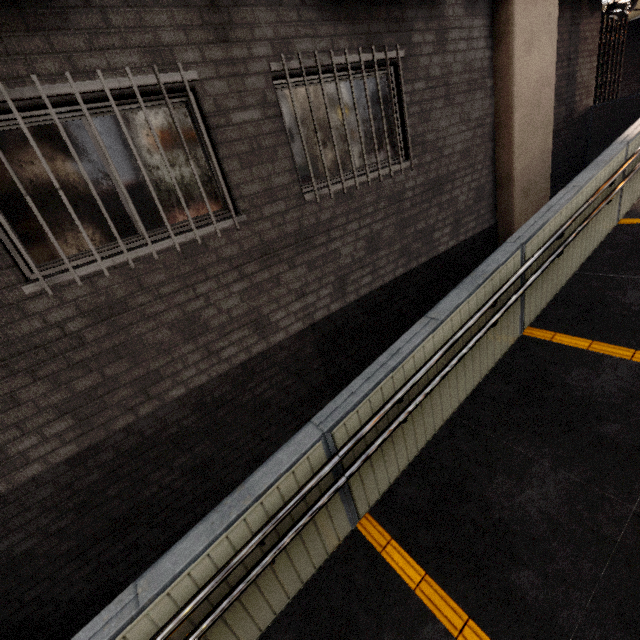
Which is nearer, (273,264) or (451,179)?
(273,264)

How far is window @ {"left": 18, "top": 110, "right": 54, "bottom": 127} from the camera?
2.32m

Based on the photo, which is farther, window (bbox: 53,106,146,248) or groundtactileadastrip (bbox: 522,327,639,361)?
groundtactileadastrip (bbox: 522,327,639,361)

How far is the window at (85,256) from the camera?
2.65m

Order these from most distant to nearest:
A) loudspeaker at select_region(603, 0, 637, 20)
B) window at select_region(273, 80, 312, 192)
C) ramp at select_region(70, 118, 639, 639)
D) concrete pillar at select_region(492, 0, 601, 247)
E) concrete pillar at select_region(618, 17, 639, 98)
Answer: concrete pillar at select_region(618, 17, 639, 98) → loudspeaker at select_region(603, 0, 637, 20) → concrete pillar at select_region(492, 0, 601, 247) → window at select_region(273, 80, 312, 192) → ramp at select_region(70, 118, 639, 639)

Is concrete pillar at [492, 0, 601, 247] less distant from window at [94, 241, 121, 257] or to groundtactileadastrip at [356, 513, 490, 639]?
window at [94, 241, 121, 257]

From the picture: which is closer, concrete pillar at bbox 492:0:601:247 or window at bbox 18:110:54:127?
window at bbox 18:110:54:127
